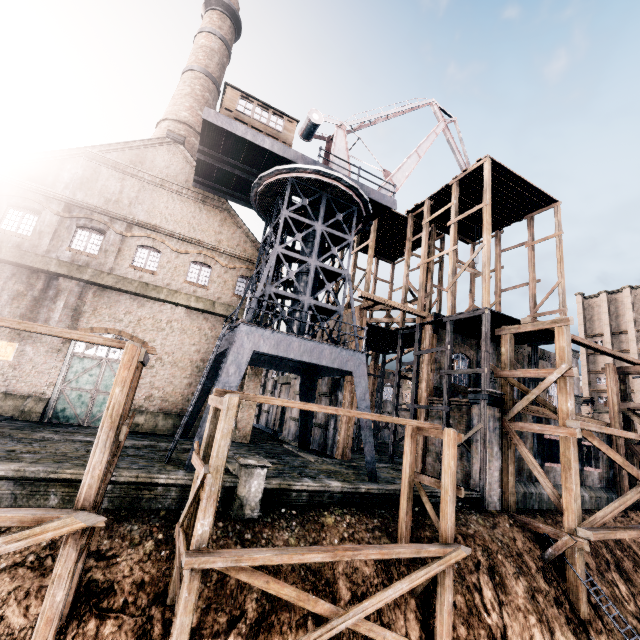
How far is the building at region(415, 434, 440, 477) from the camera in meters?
21.5

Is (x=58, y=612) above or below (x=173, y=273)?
below

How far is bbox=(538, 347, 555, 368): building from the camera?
30.4m

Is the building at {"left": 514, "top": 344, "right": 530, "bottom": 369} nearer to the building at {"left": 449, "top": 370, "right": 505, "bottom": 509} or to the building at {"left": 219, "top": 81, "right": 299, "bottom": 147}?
the building at {"left": 449, "top": 370, "right": 505, "bottom": 509}

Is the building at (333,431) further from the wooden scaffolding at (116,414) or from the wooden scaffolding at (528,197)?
the wooden scaffolding at (116,414)

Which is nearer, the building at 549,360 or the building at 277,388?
the building at 277,388
